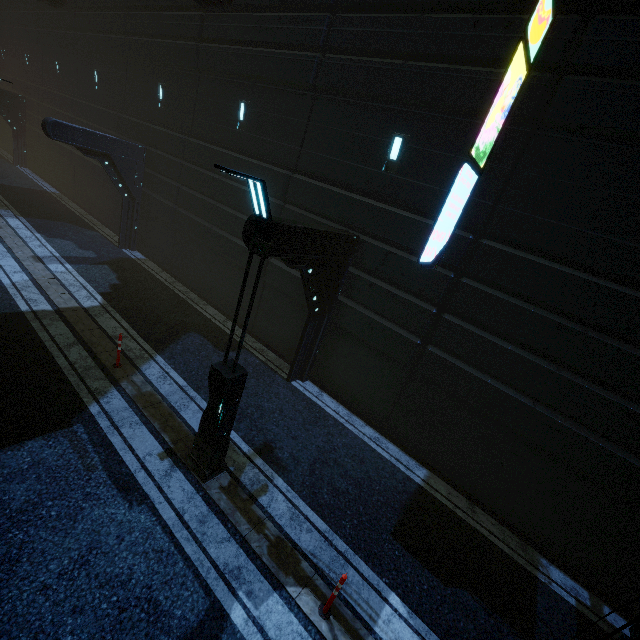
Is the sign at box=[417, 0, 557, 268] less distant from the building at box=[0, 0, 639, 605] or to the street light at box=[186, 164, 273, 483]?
the building at box=[0, 0, 639, 605]

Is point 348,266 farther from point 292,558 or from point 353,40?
point 292,558

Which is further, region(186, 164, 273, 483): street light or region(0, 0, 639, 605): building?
region(0, 0, 639, 605): building

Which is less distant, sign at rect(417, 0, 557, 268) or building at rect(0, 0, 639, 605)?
sign at rect(417, 0, 557, 268)

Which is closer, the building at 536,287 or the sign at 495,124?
the sign at 495,124

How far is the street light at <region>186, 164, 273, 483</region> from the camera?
4.4 meters

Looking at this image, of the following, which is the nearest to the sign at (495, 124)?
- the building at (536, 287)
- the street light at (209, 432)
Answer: the building at (536, 287)
